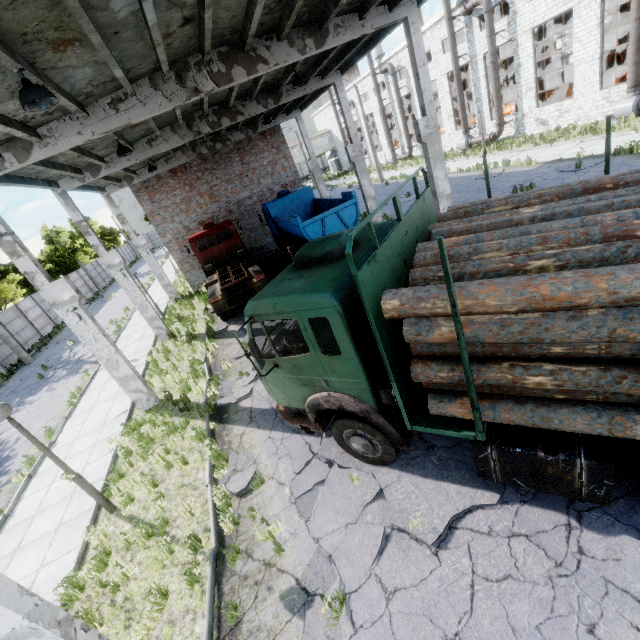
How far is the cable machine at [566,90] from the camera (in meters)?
28.16

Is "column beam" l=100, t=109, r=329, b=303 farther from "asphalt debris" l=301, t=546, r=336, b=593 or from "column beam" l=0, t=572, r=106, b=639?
"column beam" l=0, t=572, r=106, b=639

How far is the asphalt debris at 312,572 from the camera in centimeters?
463cm

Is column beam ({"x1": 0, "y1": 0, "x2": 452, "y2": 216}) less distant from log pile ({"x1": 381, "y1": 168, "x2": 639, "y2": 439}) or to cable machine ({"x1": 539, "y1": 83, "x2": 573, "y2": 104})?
log pile ({"x1": 381, "y1": 168, "x2": 639, "y2": 439})

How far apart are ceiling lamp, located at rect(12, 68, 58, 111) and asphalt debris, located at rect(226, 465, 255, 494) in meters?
7.4 m

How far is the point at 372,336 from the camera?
4.7 meters

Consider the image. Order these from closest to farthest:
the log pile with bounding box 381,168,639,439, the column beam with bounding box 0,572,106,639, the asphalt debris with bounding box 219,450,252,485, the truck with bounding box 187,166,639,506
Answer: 1. the log pile with bounding box 381,168,639,439
2. the truck with bounding box 187,166,639,506
3. the column beam with bounding box 0,572,106,639
4. the asphalt debris with bounding box 219,450,252,485

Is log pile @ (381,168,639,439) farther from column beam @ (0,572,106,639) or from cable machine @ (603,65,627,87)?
cable machine @ (603,65,627,87)
